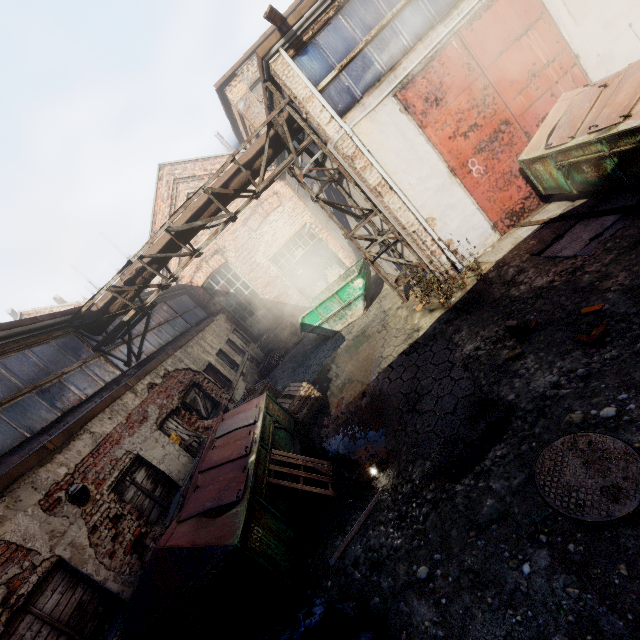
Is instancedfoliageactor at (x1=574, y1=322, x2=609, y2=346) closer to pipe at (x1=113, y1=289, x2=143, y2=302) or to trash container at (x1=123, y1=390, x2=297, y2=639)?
trash container at (x1=123, y1=390, x2=297, y2=639)

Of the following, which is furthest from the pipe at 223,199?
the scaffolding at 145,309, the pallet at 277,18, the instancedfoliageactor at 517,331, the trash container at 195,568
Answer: the instancedfoliageactor at 517,331

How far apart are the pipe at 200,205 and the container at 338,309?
4.4m

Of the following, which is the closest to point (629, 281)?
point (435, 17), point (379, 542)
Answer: point (379, 542)

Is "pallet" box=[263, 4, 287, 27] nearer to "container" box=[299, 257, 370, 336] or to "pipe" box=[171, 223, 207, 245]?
"pipe" box=[171, 223, 207, 245]

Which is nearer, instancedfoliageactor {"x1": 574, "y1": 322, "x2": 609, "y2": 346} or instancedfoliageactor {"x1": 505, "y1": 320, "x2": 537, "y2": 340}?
instancedfoliageactor {"x1": 574, "y1": 322, "x2": 609, "y2": 346}

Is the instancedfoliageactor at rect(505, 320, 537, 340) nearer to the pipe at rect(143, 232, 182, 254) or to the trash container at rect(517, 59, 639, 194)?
the trash container at rect(517, 59, 639, 194)

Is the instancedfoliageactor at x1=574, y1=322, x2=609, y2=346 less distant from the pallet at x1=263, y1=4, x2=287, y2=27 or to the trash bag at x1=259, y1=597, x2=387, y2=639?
the trash bag at x1=259, y1=597, x2=387, y2=639
